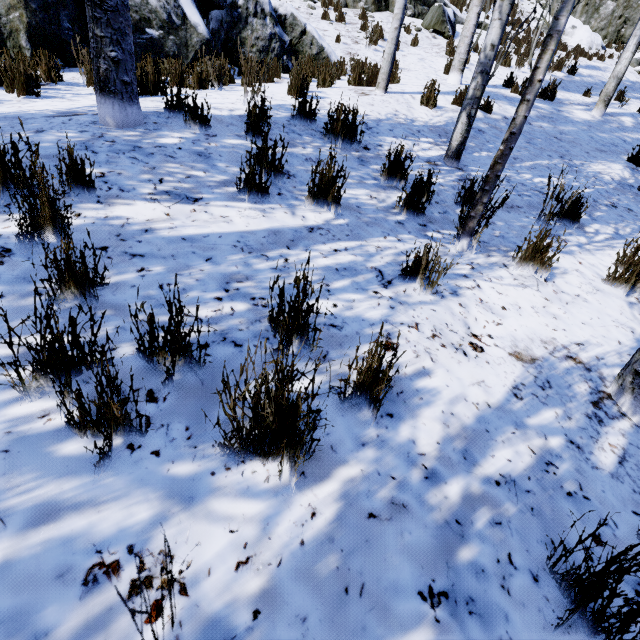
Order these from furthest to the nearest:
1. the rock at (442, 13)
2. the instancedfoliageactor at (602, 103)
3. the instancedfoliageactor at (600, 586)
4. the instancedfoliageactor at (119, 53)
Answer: the rock at (442, 13) → the instancedfoliageactor at (602, 103) → the instancedfoliageactor at (119, 53) → the instancedfoliageactor at (600, 586)

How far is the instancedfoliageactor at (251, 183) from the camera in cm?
265

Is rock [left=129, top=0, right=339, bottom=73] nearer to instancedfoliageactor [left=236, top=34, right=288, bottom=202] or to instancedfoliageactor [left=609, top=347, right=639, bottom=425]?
instancedfoliageactor [left=609, top=347, right=639, bottom=425]

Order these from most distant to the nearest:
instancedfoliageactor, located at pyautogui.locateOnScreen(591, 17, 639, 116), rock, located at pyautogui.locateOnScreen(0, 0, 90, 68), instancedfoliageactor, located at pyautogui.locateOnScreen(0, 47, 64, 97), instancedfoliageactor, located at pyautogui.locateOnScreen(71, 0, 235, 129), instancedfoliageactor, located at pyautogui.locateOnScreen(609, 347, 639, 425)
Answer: instancedfoliageactor, located at pyautogui.locateOnScreen(591, 17, 639, 116)
rock, located at pyautogui.locateOnScreen(0, 0, 90, 68)
instancedfoliageactor, located at pyautogui.locateOnScreen(0, 47, 64, 97)
instancedfoliageactor, located at pyautogui.locateOnScreen(71, 0, 235, 129)
instancedfoliageactor, located at pyautogui.locateOnScreen(609, 347, 639, 425)

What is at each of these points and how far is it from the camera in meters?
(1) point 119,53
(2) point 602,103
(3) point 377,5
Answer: (1) instancedfoliageactor, 2.7
(2) instancedfoliageactor, 8.1
(3) rock, 12.3

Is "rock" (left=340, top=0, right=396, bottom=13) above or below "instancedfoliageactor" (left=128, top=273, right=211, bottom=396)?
above

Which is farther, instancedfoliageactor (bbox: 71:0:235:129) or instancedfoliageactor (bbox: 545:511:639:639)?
instancedfoliageactor (bbox: 71:0:235:129)
